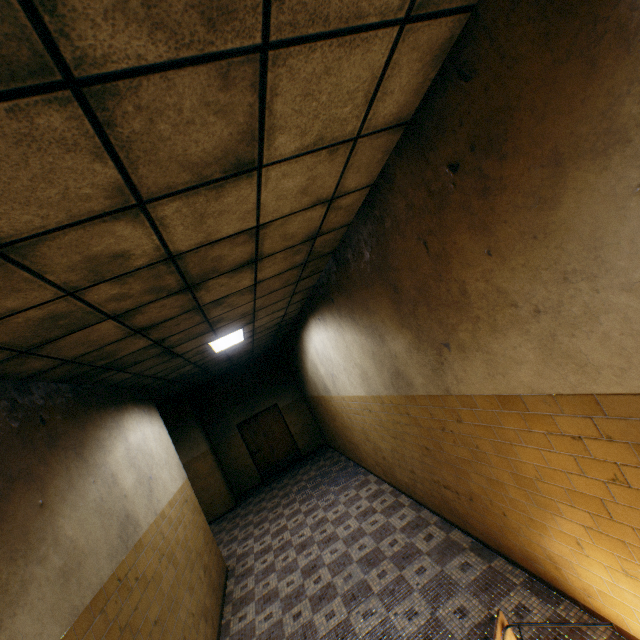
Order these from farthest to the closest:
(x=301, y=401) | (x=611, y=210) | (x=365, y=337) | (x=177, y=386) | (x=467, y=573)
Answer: (x=301, y=401) < (x=177, y=386) < (x=365, y=337) < (x=467, y=573) < (x=611, y=210)

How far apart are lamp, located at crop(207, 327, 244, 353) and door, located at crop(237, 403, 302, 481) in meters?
5.7

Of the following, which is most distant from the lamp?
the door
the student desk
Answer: the door

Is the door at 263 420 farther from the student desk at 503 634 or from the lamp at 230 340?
the student desk at 503 634

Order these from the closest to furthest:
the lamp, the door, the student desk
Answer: the student desk < the lamp < the door

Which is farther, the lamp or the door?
the door

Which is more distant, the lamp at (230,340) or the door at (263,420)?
the door at (263,420)
